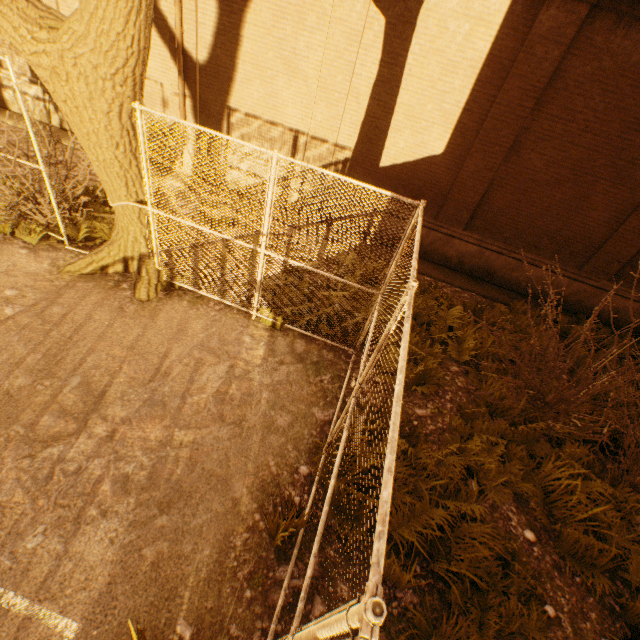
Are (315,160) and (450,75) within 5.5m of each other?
yes

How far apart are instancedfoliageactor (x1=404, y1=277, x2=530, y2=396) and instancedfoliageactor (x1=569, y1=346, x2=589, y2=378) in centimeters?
200cm

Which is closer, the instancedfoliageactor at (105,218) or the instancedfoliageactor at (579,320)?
the instancedfoliageactor at (105,218)

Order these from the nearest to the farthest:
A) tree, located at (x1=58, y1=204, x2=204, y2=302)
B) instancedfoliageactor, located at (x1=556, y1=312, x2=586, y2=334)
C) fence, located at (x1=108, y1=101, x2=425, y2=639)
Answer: fence, located at (x1=108, y1=101, x2=425, y2=639)
tree, located at (x1=58, y1=204, x2=204, y2=302)
instancedfoliageactor, located at (x1=556, y1=312, x2=586, y2=334)

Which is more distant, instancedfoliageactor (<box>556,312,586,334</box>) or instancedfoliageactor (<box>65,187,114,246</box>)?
instancedfoliageactor (<box>556,312,586,334</box>)

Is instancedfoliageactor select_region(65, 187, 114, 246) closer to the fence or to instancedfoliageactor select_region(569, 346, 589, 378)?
the fence

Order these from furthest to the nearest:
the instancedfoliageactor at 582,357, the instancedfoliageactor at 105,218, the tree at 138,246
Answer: the instancedfoliageactor at 582,357
the instancedfoliageactor at 105,218
the tree at 138,246

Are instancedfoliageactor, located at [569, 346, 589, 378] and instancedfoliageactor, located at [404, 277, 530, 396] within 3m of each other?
yes
